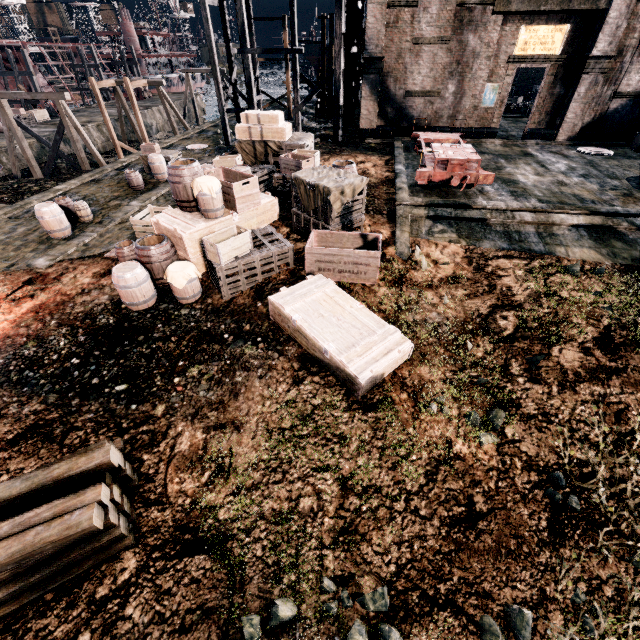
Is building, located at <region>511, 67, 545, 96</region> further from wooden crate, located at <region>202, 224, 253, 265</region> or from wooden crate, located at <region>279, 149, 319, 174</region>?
wooden crate, located at <region>279, 149, 319, 174</region>

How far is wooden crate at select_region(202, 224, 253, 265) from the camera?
8.7m

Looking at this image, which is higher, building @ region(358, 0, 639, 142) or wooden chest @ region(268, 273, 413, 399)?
building @ region(358, 0, 639, 142)

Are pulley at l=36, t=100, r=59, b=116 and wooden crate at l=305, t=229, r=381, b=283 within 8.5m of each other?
no

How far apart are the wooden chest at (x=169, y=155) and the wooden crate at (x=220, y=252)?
15.0m

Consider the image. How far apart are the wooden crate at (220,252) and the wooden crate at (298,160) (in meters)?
4.98

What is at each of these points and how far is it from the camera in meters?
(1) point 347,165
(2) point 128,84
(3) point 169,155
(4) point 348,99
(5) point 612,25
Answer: (1) wooden barrel, 12.4
(2) wooden support structure, 27.3
(3) wooden chest, 20.3
(4) wooden scaffolding, 22.7
(5) building, 16.9

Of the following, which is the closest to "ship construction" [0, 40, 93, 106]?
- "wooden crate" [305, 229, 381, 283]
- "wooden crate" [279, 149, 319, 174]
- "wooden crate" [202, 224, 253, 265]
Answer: "wooden crate" [279, 149, 319, 174]
